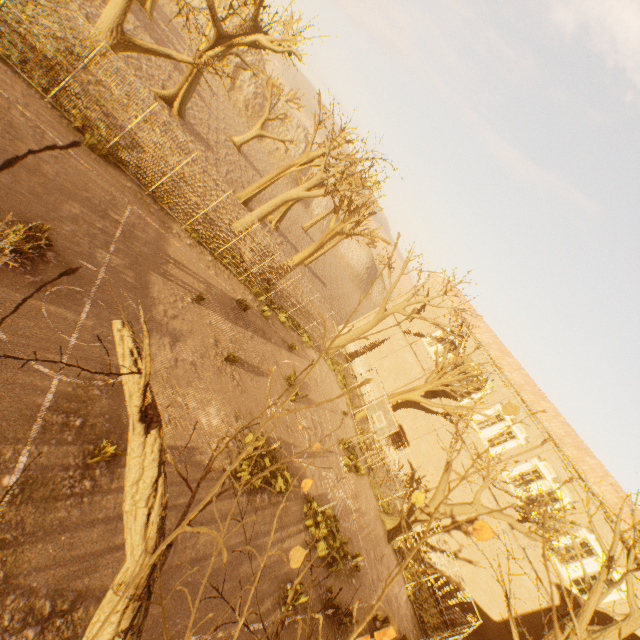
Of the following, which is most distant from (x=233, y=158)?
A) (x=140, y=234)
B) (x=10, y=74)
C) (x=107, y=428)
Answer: (x=107, y=428)

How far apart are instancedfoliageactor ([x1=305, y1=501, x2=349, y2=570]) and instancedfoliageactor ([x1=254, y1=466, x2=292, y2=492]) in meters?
1.3 m

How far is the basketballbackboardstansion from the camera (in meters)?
15.43

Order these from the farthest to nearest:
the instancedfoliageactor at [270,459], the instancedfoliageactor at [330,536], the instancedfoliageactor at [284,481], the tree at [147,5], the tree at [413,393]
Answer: the tree at [147,5] → the tree at [413,393] → the instancedfoliageactor at [330,536] → the instancedfoliageactor at [284,481] → the instancedfoliageactor at [270,459]

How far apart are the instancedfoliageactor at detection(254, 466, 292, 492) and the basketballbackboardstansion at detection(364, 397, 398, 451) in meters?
5.0

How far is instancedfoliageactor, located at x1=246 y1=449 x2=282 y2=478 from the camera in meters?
10.3

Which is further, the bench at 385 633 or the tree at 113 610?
the bench at 385 633

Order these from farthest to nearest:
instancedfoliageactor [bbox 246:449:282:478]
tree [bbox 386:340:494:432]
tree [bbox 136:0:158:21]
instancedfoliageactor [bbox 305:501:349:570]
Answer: tree [bbox 136:0:158:21] → tree [bbox 386:340:494:432] → instancedfoliageactor [bbox 305:501:349:570] → instancedfoliageactor [bbox 246:449:282:478]
